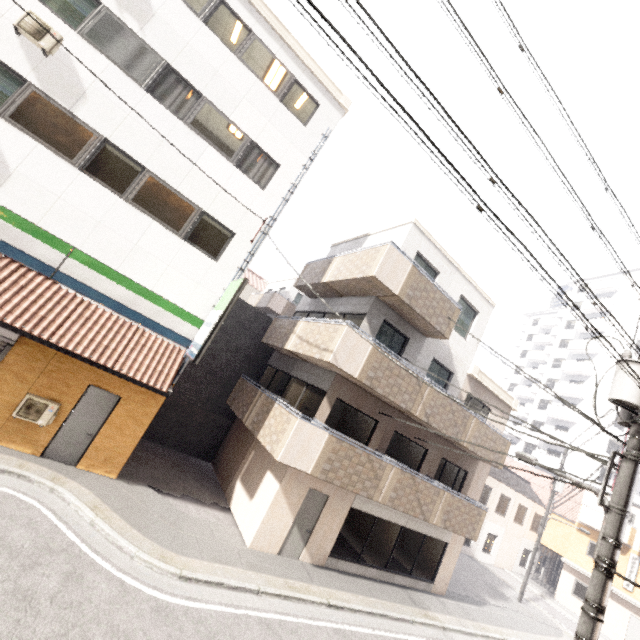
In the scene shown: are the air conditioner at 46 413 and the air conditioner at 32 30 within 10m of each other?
yes

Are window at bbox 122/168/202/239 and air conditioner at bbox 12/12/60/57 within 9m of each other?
yes

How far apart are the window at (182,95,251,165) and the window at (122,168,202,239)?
1.7m

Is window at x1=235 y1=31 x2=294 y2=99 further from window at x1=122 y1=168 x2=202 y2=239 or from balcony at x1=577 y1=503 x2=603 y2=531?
balcony at x1=577 y1=503 x2=603 y2=531

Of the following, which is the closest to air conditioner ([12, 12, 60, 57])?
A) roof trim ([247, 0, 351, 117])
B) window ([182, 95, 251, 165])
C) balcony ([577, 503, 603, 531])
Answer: window ([182, 95, 251, 165])

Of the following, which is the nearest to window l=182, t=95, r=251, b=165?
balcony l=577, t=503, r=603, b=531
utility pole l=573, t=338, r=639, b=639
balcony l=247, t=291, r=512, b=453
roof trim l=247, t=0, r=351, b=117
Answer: roof trim l=247, t=0, r=351, b=117

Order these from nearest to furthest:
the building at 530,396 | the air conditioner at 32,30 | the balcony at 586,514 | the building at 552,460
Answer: the air conditioner at 32,30 → the balcony at 586,514 → the building at 552,460 → the building at 530,396

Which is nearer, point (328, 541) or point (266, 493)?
point (266, 493)
